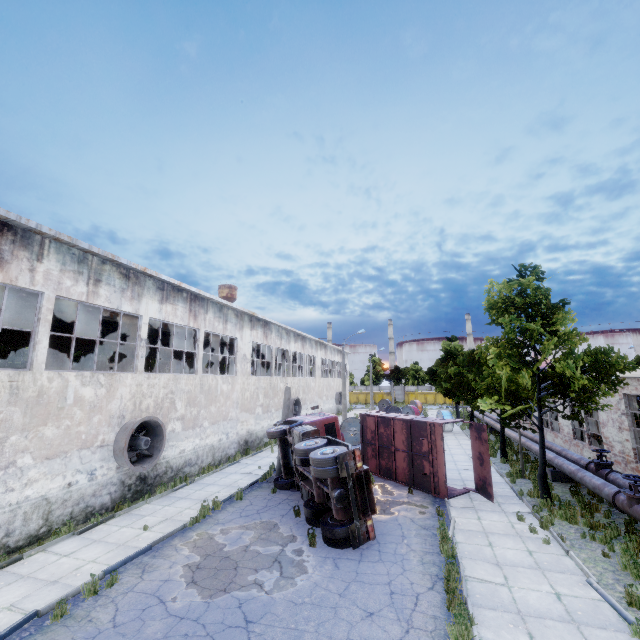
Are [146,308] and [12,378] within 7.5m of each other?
yes

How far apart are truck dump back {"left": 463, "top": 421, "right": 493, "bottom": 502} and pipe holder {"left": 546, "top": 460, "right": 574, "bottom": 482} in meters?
4.7 m

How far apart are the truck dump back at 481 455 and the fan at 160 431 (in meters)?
13.58

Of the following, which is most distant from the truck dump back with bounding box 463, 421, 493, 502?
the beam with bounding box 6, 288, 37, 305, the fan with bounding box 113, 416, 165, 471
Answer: the beam with bounding box 6, 288, 37, 305

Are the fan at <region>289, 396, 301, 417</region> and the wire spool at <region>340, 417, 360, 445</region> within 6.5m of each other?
yes

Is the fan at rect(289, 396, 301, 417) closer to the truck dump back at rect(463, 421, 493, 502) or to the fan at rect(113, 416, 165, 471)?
the fan at rect(113, 416, 165, 471)

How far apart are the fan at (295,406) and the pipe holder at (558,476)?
19.19m

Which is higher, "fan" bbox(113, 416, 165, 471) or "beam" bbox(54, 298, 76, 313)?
"beam" bbox(54, 298, 76, 313)
